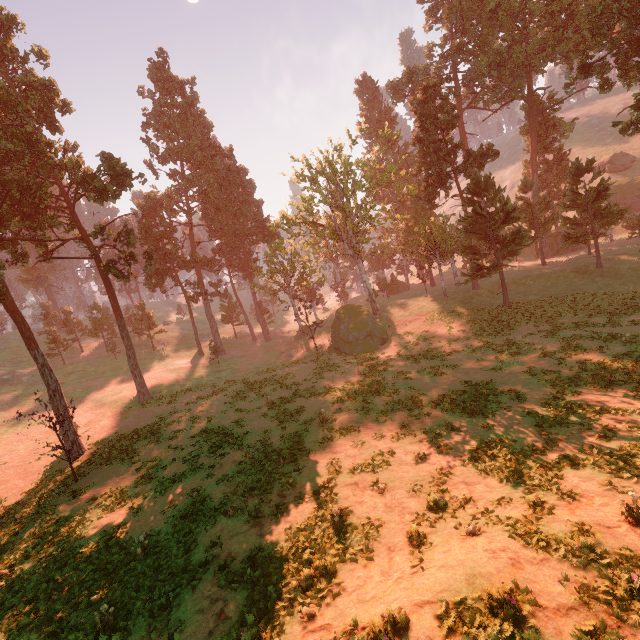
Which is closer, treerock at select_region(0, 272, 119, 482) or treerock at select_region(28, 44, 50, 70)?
treerock at select_region(0, 272, 119, 482)

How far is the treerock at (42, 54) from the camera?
27.2m

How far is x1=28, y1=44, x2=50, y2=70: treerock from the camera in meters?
27.2 m

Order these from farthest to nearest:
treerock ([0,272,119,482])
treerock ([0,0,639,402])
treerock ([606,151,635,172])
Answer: treerock ([606,151,635,172]) < treerock ([0,0,639,402]) < treerock ([0,272,119,482])

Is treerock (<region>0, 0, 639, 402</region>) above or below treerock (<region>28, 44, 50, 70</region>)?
below

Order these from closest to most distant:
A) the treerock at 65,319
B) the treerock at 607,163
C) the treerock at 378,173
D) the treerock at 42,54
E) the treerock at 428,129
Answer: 1. the treerock at 65,319
2. the treerock at 42,54
3. the treerock at 428,129
4. the treerock at 378,173
5. the treerock at 607,163

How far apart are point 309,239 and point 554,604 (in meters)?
55.92
